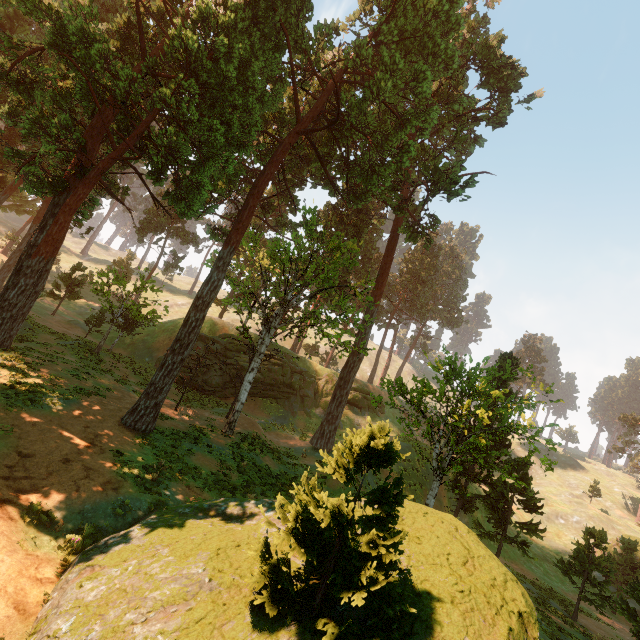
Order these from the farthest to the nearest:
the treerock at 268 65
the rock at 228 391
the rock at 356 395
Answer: the rock at 356 395 → the rock at 228 391 → the treerock at 268 65

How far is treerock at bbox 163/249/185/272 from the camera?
48.2m

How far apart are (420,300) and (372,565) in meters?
52.7 m

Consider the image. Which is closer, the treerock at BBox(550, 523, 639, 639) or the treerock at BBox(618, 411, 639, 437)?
the treerock at BBox(550, 523, 639, 639)

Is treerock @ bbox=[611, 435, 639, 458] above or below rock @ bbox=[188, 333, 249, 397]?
above

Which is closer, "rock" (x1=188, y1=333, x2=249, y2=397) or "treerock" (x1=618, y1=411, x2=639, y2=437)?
"rock" (x1=188, y1=333, x2=249, y2=397)

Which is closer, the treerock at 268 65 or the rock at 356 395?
the treerock at 268 65
